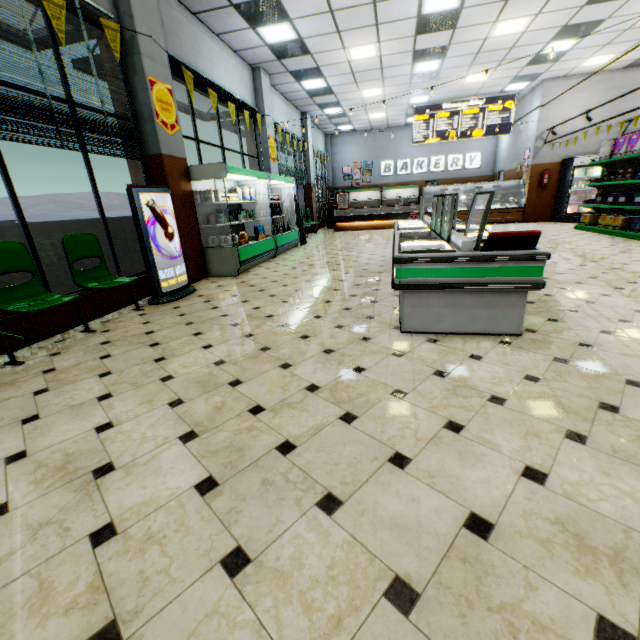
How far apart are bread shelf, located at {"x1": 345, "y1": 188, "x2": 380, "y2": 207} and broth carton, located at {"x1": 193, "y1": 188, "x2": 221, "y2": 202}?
13.8m

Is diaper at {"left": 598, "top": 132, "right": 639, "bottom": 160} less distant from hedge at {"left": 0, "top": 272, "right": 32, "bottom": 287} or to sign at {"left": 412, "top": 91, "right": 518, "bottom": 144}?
sign at {"left": 412, "top": 91, "right": 518, "bottom": 144}

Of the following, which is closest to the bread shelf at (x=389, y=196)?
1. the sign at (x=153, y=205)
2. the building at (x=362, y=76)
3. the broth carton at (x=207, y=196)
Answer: the building at (x=362, y=76)

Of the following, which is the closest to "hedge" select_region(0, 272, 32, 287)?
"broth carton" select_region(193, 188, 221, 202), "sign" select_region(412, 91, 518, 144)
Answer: "broth carton" select_region(193, 188, 221, 202)

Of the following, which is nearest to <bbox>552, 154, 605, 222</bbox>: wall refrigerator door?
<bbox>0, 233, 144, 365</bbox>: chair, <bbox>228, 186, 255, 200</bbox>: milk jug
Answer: <bbox>228, 186, 255, 200</bbox>: milk jug

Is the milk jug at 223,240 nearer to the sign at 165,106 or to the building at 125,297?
the building at 125,297

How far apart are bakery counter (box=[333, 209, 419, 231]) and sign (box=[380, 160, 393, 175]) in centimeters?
442cm

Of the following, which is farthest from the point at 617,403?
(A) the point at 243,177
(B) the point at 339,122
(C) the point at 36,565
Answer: (B) the point at 339,122
